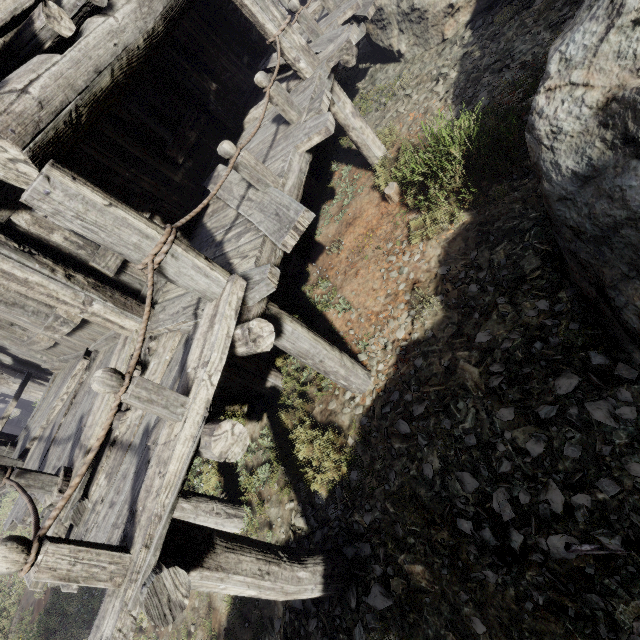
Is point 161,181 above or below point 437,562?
above
